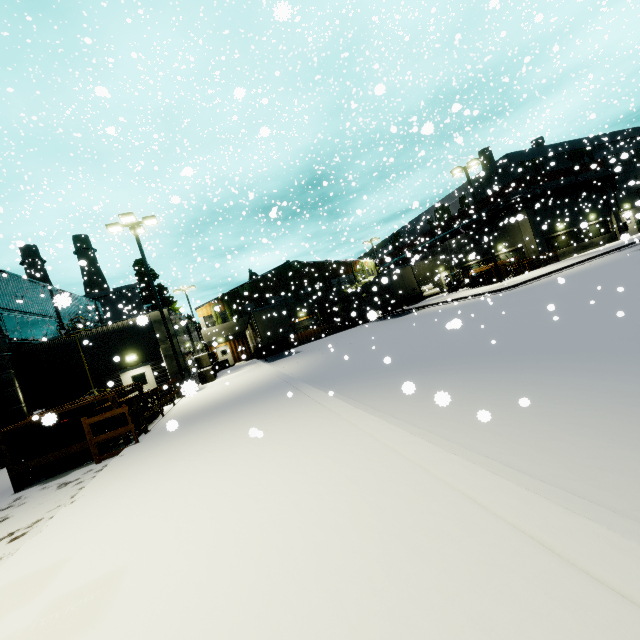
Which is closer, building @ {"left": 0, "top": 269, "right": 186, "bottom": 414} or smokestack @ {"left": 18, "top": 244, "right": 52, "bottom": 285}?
building @ {"left": 0, "top": 269, "right": 186, "bottom": 414}

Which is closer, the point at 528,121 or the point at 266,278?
the point at 528,121

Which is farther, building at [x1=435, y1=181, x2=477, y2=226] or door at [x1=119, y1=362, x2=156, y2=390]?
building at [x1=435, y1=181, x2=477, y2=226]

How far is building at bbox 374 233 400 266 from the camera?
25.5 meters

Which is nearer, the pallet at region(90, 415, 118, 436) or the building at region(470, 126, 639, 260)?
the pallet at region(90, 415, 118, 436)

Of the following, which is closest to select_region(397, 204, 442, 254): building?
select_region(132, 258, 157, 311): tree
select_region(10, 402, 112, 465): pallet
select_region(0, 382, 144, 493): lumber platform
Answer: select_region(132, 258, 157, 311): tree

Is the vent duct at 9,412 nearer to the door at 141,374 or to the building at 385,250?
the building at 385,250

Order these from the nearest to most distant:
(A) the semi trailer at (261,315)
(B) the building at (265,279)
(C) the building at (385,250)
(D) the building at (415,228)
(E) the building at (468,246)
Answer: (A) the semi trailer at (261,315)
(C) the building at (385,250)
(E) the building at (468,246)
(B) the building at (265,279)
(D) the building at (415,228)
